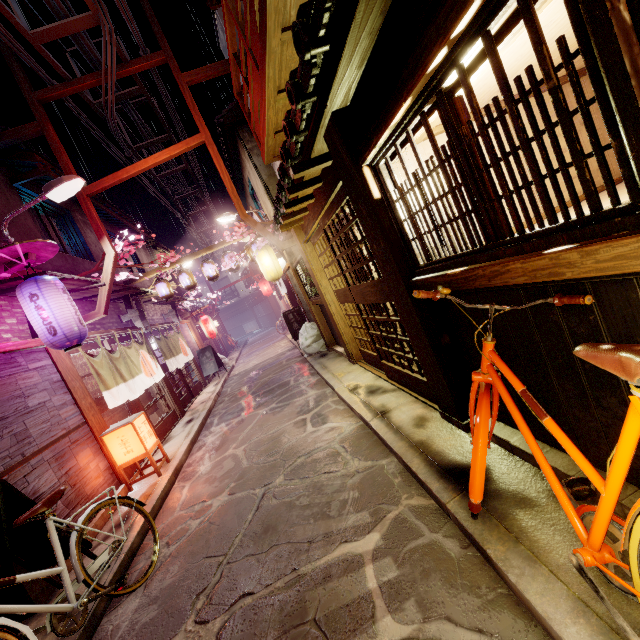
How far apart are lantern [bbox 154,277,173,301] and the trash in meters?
8.0

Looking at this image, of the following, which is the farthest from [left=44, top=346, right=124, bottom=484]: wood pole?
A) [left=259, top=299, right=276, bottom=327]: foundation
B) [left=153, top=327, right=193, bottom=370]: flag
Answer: [left=259, top=299, right=276, bottom=327]: foundation

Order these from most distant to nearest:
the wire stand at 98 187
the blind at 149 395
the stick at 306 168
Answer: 1. the blind at 149 395
2. the wire stand at 98 187
3. the stick at 306 168

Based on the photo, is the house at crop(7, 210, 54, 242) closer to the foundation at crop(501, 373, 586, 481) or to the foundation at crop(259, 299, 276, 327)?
the foundation at crop(501, 373, 586, 481)

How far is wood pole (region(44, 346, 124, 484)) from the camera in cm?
986

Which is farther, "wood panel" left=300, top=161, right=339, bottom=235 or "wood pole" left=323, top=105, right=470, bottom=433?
"wood panel" left=300, top=161, right=339, bottom=235

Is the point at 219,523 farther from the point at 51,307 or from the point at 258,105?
the point at 258,105

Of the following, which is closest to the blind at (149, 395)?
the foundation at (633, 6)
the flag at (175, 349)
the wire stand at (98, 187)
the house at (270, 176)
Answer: the flag at (175, 349)
